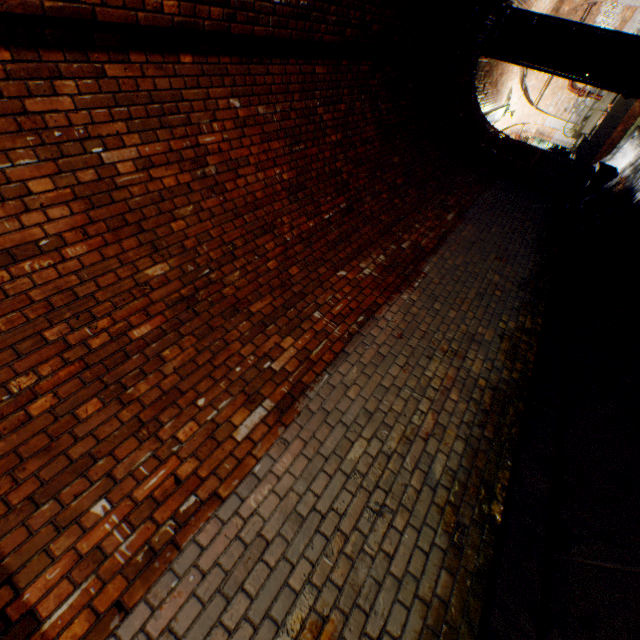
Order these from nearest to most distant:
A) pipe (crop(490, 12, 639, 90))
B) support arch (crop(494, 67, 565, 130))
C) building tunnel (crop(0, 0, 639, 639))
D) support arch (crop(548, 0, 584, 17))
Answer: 1. building tunnel (crop(0, 0, 639, 639))
2. pipe (crop(490, 12, 639, 90))
3. support arch (crop(548, 0, 584, 17))
4. support arch (crop(494, 67, 565, 130))

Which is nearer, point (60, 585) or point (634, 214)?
point (60, 585)

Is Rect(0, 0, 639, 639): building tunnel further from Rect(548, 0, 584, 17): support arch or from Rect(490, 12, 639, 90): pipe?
Rect(548, 0, 584, 17): support arch

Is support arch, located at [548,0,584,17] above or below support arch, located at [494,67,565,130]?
above

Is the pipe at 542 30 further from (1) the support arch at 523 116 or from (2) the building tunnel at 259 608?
(1) the support arch at 523 116

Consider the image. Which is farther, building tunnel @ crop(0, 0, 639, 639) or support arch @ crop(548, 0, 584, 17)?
support arch @ crop(548, 0, 584, 17)

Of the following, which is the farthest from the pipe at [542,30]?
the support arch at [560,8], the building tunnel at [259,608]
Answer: the support arch at [560,8]

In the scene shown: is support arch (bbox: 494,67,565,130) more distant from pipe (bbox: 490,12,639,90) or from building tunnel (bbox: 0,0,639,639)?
building tunnel (bbox: 0,0,639,639)
